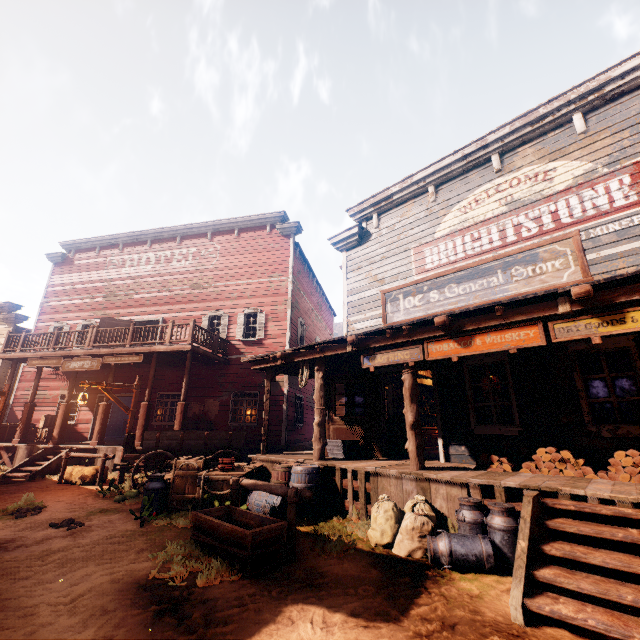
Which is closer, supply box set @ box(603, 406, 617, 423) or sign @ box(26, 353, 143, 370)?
supply box set @ box(603, 406, 617, 423)

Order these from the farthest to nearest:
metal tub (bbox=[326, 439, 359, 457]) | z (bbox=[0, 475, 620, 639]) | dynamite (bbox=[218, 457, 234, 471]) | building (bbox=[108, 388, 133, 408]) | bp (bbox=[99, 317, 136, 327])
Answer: bp (bbox=[99, 317, 136, 327])
building (bbox=[108, 388, 133, 408])
metal tub (bbox=[326, 439, 359, 457])
dynamite (bbox=[218, 457, 234, 471])
z (bbox=[0, 475, 620, 639])

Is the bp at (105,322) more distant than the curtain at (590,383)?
Yes

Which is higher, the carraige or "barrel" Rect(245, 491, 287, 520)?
the carraige

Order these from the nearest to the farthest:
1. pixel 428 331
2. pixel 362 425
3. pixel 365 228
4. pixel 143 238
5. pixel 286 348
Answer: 1. pixel 428 331
2. pixel 362 425
3. pixel 365 228
4. pixel 286 348
5. pixel 143 238

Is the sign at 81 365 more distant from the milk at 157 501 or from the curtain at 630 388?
the curtain at 630 388

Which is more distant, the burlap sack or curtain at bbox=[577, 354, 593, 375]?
curtain at bbox=[577, 354, 593, 375]

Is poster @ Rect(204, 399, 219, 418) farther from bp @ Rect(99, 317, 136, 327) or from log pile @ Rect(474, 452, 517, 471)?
log pile @ Rect(474, 452, 517, 471)
